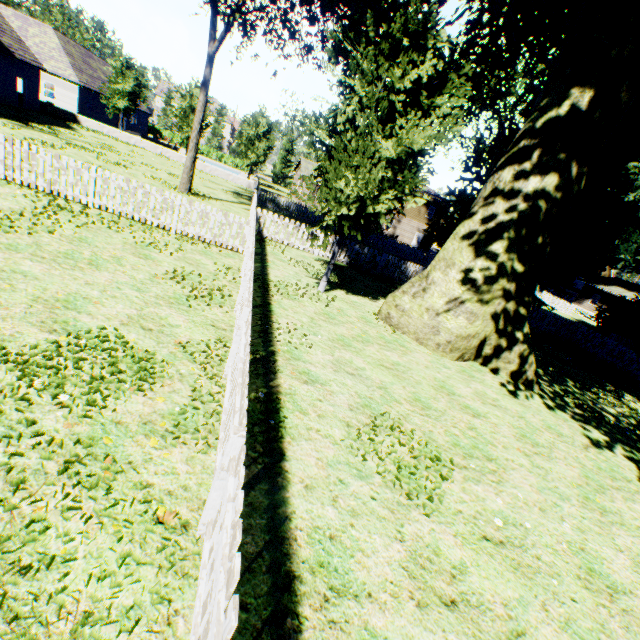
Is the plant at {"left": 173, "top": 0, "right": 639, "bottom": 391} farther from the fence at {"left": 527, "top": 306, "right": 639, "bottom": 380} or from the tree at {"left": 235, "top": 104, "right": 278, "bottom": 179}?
the tree at {"left": 235, "top": 104, "right": 278, "bottom": 179}

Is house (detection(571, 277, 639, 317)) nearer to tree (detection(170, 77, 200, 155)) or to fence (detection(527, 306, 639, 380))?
fence (detection(527, 306, 639, 380))

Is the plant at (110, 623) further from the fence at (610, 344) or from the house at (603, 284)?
the house at (603, 284)

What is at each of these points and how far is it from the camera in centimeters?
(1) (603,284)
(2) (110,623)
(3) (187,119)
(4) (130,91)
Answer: (1) house, 4488cm
(2) plant, 230cm
(3) tree, 3294cm
(4) tree, 3219cm

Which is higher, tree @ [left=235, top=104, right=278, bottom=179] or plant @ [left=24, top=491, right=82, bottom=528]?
tree @ [left=235, top=104, right=278, bottom=179]

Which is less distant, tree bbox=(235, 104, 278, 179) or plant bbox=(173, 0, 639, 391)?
plant bbox=(173, 0, 639, 391)

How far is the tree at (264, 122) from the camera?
35.1m

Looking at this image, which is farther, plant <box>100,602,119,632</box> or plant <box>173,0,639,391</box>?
→ plant <box>173,0,639,391</box>
